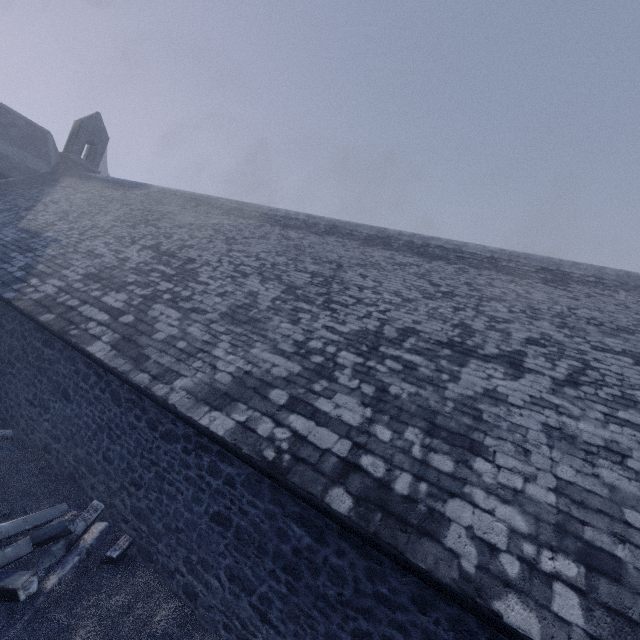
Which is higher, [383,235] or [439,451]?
[383,235]

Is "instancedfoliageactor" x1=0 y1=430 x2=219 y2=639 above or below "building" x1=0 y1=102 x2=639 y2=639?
below

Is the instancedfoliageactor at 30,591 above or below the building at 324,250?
below
